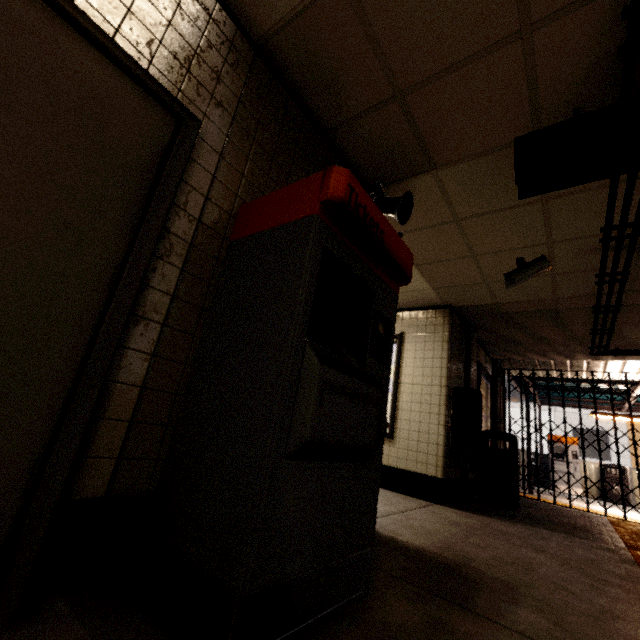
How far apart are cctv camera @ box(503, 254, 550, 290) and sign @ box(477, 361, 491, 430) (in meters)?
3.19

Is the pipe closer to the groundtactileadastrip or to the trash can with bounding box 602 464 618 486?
the groundtactileadastrip

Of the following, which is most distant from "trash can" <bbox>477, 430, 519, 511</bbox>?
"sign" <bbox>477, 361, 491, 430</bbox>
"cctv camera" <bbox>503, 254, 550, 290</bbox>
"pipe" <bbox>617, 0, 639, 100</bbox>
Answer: "cctv camera" <bbox>503, 254, 550, 290</bbox>

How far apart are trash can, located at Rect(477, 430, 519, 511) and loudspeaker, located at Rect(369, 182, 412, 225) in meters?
4.2 m

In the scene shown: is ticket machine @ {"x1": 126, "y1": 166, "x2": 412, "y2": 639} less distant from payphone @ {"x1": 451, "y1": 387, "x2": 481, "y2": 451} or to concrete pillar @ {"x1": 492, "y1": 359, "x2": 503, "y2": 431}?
payphone @ {"x1": 451, "y1": 387, "x2": 481, "y2": 451}

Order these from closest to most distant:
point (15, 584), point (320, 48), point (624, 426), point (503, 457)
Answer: point (15, 584), point (320, 48), point (503, 457), point (624, 426)

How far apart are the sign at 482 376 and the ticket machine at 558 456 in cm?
679

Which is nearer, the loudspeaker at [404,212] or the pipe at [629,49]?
the pipe at [629,49]
